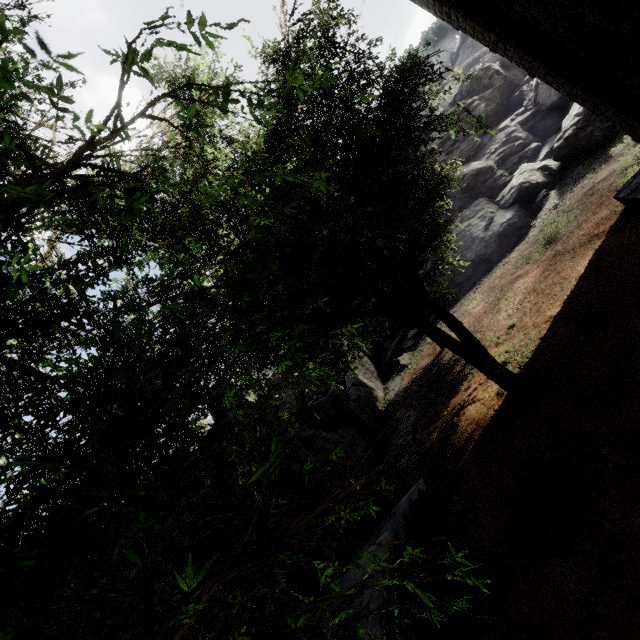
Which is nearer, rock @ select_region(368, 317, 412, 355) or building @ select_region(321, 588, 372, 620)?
building @ select_region(321, 588, 372, 620)

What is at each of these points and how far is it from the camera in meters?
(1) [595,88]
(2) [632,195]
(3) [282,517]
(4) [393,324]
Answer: (1) building, 10.3 m
(2) building, 9.4 m
(3) building, 8.5 m
(4) rock, 26.4 m

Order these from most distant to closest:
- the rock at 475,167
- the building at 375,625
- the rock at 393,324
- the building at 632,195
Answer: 1. the rock at 393,324
2. the rock at 475,167
3. the building at 632,195
4. the building at 375,625

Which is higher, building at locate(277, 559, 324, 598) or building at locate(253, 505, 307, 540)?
building at locate(253, 505, 307, 540)

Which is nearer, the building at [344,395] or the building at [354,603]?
the building at [354,603]

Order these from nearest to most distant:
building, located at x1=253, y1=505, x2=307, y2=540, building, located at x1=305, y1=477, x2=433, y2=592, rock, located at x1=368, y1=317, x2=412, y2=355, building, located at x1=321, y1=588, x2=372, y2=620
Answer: building, located at x1=321, y1=588, x2=372, y2=620
building, located at x1=305, y1=477, x2=433, y2=592
building, located at x1=253, y1=505, x2=307, y2=540
rock, located at x1=368, y1=317, x2=412, y2=355

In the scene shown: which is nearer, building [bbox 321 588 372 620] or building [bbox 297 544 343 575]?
building [bbox 321 588 372 620]
